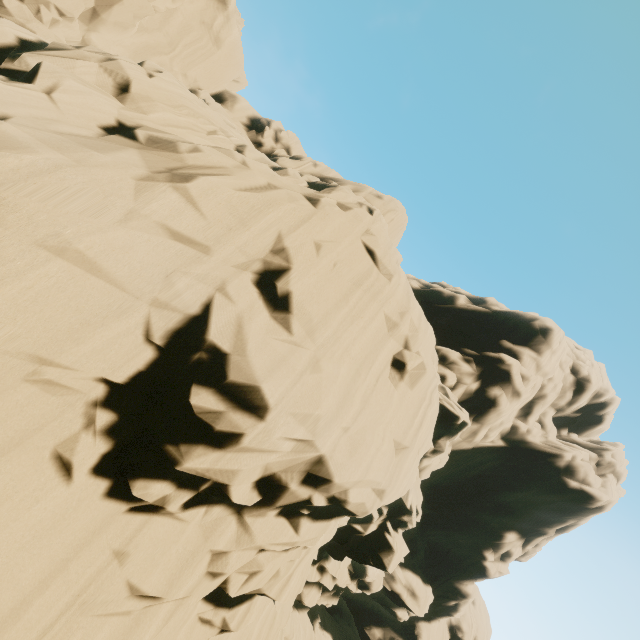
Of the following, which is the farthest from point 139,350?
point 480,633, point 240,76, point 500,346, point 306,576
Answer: point 480,633
